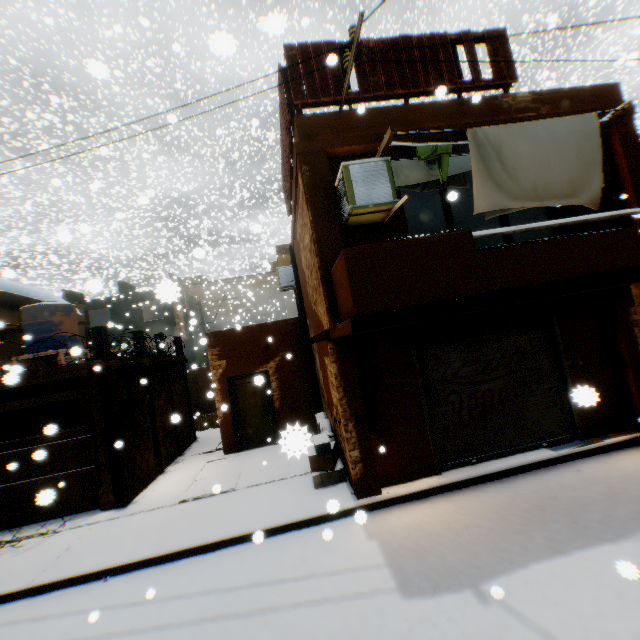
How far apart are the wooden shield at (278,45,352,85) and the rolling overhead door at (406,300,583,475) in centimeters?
33cm

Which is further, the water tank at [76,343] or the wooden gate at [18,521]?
the water tank at [76,343]

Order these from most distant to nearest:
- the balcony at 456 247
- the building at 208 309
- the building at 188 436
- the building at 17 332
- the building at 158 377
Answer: the building at 208 309
the building at 17 332
the building at 188 436
the building at 158 377
the balcony at 456 247

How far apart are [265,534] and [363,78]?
8.7 meters

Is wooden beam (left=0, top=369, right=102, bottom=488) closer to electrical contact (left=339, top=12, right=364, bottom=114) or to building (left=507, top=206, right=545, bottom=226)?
building (left=507, top=206, right=545, bottom=226)

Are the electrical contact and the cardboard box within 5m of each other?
no

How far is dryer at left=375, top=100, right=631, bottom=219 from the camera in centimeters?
502cm

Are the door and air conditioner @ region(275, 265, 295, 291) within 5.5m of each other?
yes
